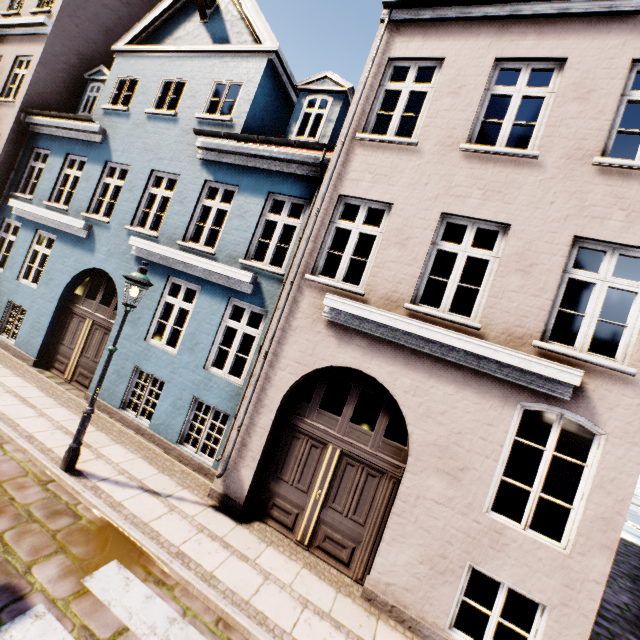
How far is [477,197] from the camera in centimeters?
550cm

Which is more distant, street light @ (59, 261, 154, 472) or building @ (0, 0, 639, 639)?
street light @ (59, 261, 154, 472)

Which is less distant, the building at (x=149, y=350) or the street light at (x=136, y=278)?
the building at (x=149, y=350)

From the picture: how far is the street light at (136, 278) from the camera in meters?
5.6

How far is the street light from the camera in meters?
5.6
